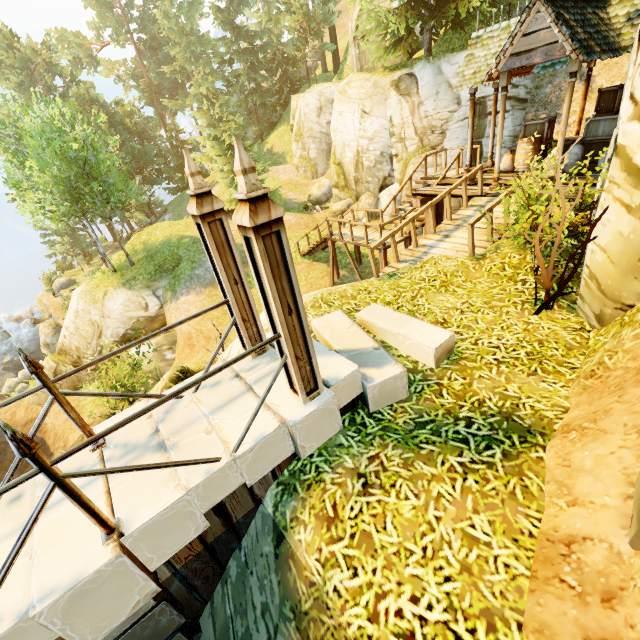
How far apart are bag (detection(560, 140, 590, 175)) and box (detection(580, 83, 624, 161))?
0.81m

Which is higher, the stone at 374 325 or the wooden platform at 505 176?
the wooden platform at 505 176

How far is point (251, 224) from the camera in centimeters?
265cm

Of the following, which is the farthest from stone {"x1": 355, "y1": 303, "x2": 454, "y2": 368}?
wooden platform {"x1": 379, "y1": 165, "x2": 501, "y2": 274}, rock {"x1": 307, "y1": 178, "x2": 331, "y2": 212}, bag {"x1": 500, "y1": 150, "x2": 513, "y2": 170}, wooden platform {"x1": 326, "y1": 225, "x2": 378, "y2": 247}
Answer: rock {"x1": 307, "y1": 178, "x2": 331, "y2": 212}

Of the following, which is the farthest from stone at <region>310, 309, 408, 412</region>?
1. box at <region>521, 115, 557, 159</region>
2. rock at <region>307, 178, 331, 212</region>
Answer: rock at <region>307, 178, 331, 212</region>

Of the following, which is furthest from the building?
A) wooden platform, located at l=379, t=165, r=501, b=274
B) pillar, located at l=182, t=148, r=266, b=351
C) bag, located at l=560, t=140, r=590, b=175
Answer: pillar, located at l=182, t=148, r=266, b=351

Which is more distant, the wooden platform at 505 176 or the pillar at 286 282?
the wooden platform at 505 176

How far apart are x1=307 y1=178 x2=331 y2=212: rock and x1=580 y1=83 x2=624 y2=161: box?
16.8m
